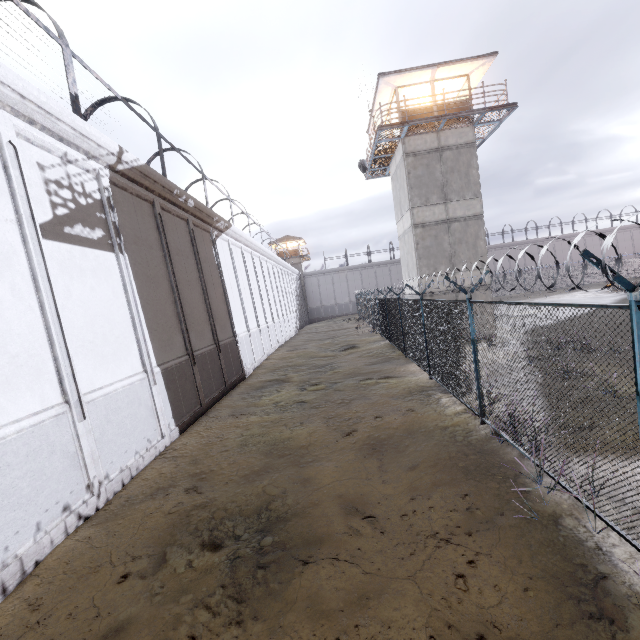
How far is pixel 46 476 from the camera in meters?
5.4 m

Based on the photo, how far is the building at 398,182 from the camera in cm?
1802

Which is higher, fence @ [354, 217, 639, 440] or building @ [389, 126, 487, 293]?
building @ [389, 126, 487, 293]

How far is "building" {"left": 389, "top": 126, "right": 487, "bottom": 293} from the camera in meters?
18.0 m

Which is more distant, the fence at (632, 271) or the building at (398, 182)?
the building at (398, 182)

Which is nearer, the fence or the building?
the fence
